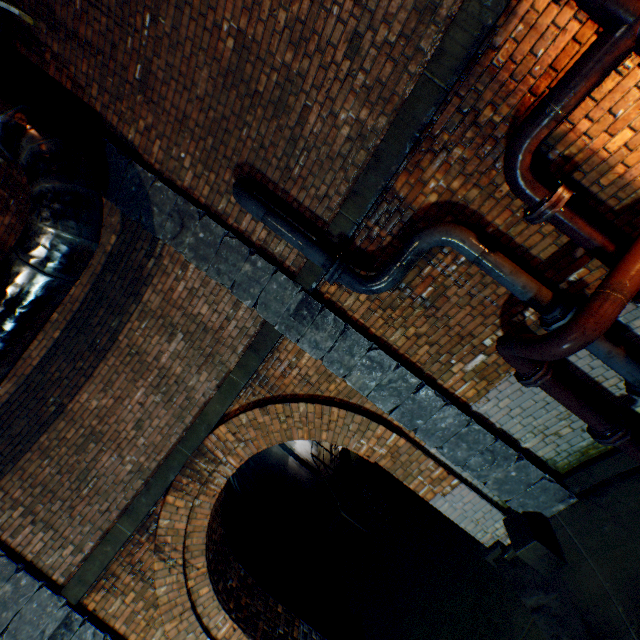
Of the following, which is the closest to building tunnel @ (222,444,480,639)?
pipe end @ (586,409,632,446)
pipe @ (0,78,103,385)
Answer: pipe @ (0,78,103,385)

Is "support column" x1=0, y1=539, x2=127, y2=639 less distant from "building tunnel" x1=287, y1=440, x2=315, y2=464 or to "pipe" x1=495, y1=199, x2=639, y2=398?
"building tunnel" x1=287, y1=440, x2=315, y2=464

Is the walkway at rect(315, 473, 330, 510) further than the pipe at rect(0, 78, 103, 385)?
Yes

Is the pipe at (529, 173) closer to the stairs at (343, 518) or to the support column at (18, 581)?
the support column at (18, 581)

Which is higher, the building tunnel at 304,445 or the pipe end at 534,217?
the pipe end at 534,217

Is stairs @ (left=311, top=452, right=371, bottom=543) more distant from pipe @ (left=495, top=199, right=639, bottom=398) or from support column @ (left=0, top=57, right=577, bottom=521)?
pipe @ (left=495, top=199, right=639, bottom=398)

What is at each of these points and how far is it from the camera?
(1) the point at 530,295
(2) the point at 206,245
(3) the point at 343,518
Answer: (1) pipe, 3.00m
(2) support column, 4.12m
(3) stairs, 9.43m

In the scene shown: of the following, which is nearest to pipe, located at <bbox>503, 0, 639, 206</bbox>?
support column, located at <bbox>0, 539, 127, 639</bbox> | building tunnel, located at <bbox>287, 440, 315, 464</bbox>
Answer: building tunnel, located at <bbox>287, 440, 315, 464</bbox>
